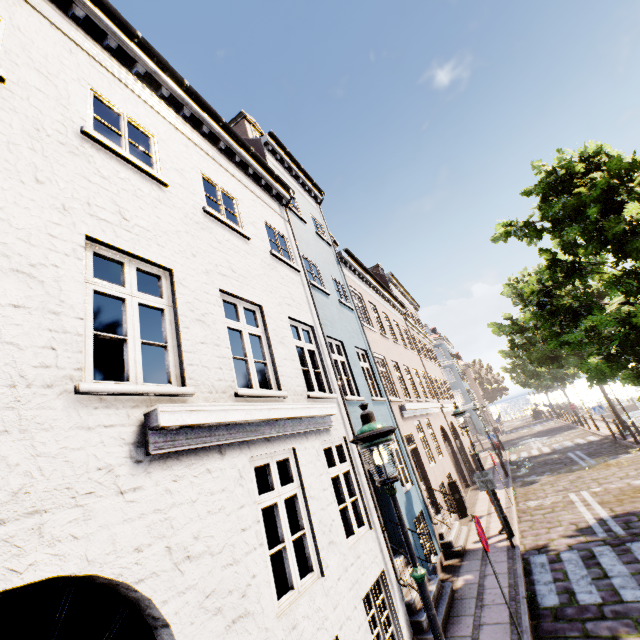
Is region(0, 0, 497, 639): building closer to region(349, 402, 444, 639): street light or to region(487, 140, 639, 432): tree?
region(487, 140, 639, 432): tree

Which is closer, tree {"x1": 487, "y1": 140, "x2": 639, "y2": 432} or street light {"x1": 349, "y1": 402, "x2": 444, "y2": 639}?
street light {"x1": 349, "y1": 402, "x2": 444, "y2": 639}

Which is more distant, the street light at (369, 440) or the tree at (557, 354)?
the tree at (557, 354)

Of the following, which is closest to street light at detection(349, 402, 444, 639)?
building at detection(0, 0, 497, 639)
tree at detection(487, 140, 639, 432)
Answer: tree at detection(487, 140, 639, 432)

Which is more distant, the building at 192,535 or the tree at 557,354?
the tree at 557,354

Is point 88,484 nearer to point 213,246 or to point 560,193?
point 213,246

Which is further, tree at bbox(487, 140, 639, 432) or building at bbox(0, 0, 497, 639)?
tree at bbox(487, 140, 639, 432)
